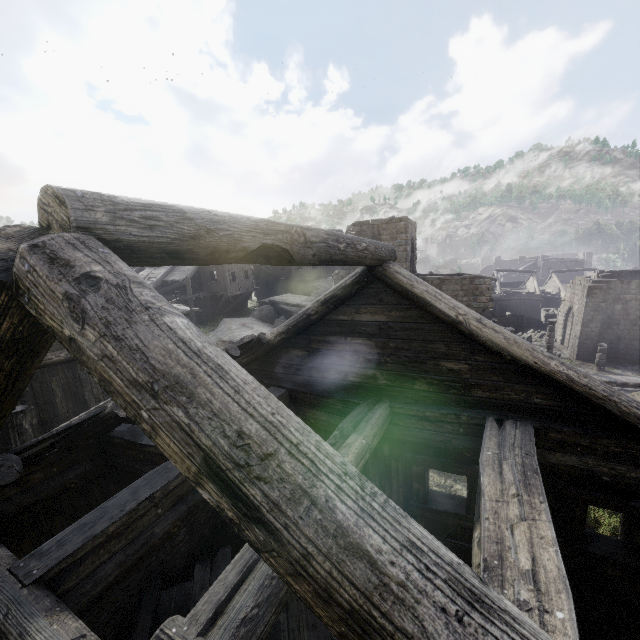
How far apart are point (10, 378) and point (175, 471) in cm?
273

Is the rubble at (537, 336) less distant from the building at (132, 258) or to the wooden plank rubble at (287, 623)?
the building at (132, 258)

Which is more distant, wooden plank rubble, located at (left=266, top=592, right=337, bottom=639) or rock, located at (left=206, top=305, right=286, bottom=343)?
rock, located at (left=206, top=305, right=286, bottom=343)

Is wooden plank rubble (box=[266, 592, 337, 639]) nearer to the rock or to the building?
the building

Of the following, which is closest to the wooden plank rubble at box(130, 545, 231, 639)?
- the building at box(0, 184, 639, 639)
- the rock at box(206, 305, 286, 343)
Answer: the building at box(0, 184, 639, 639)

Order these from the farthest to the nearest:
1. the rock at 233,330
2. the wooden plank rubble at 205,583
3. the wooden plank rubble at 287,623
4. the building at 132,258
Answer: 1. the rock at 233,330
2. the wooden plank rubble at 205,583
3. the wooden plank rubble at 287,623
4. the building at 132,258

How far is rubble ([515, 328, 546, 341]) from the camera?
33.6m

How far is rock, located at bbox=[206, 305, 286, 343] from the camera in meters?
22.3 m
